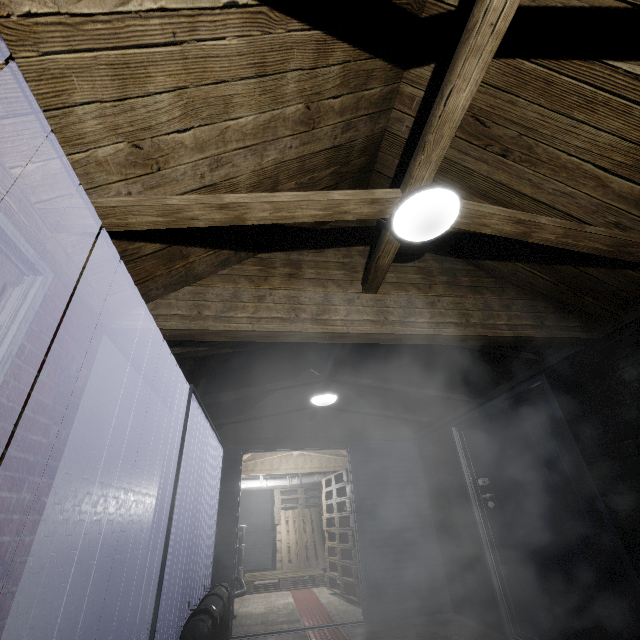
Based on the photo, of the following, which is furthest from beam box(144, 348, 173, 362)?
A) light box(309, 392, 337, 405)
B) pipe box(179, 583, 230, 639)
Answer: pipe box(179, 583, 230, 639)

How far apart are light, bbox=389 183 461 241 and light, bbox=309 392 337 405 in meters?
2.4 m

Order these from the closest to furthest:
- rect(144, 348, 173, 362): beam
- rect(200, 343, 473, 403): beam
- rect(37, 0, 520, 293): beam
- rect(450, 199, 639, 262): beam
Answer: rect(37, 0, 520, 293): beam < rect(450, 199, 639, 262): beam < rect(144, 348, 173, 362): beam < rect(200, 343, 473, 403): beam

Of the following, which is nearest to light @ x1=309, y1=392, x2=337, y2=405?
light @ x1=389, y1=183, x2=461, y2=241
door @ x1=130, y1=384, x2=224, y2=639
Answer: door @ x1=130, y1=384, x2=224, y2=639

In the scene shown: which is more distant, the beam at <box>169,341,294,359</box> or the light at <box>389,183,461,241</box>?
the beam at <box>169,341,294,359</box>

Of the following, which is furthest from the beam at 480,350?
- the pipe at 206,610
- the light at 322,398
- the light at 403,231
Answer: the pipe at 206,610

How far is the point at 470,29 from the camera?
1.0 meters

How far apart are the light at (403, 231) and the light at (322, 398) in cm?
242
